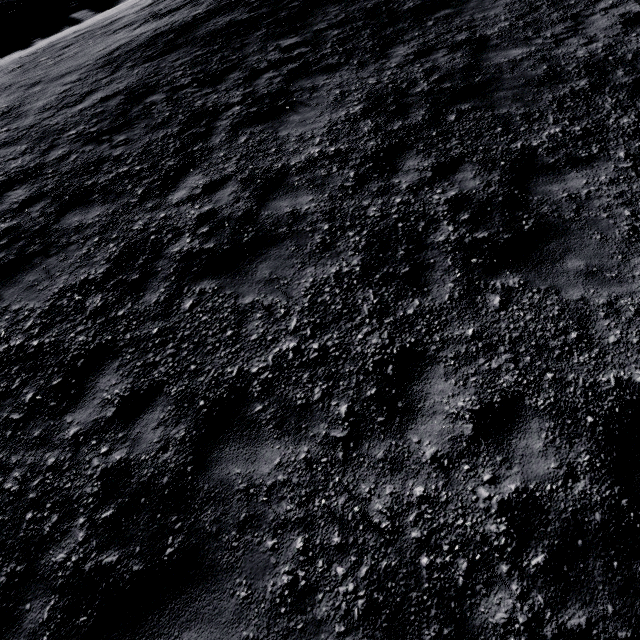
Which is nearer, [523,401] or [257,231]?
[523,401]
